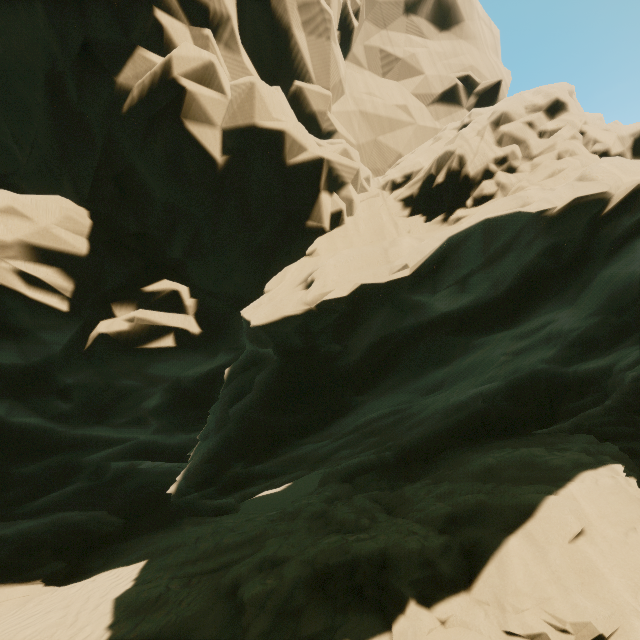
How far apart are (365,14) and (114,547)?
28.9 meters
